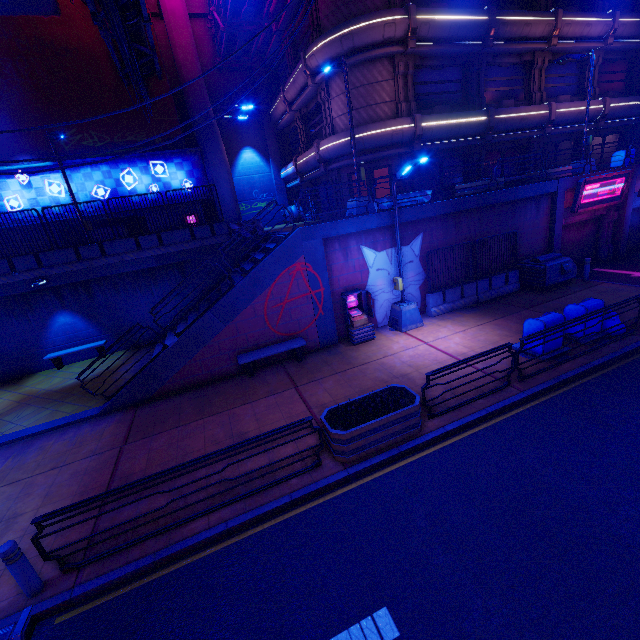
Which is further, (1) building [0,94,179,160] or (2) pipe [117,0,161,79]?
(1) building [0,94,179,160]

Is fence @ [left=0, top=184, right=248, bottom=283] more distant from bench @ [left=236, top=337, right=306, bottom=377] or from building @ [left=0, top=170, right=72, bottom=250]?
bench @ [left=236, top=337, right=306, bottom=377]

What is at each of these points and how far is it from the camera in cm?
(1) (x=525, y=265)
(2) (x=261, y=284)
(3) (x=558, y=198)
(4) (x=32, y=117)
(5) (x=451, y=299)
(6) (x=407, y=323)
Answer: (1) generator, 1475
(2) beam, 1124
(3) column, 1516
(4) building, 1797
(5) fence, 1407
(6) street light, 1287

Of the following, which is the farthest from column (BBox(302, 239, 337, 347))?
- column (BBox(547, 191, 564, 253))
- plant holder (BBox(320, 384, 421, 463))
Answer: column (BBox(547, 191, 564, 253))

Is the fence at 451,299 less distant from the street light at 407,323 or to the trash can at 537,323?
the street light at 407,323

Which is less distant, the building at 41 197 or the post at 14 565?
the post at 14 565

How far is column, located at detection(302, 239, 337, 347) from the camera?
11.59m

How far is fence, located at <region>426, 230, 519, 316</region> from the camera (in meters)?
13.64
